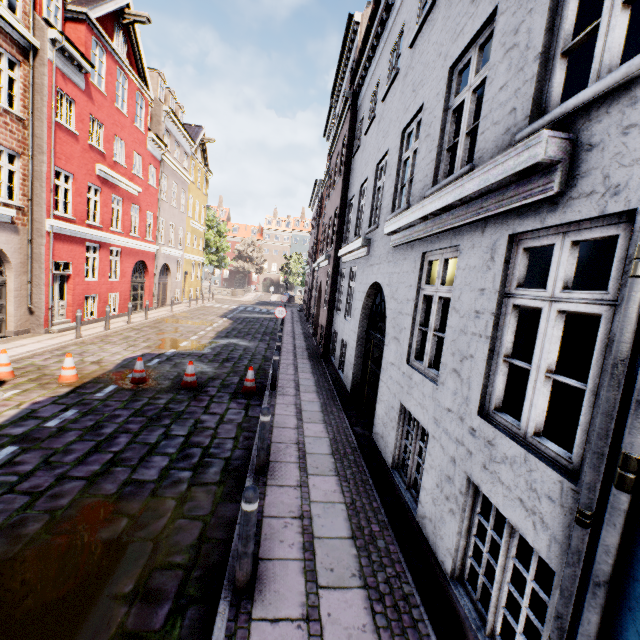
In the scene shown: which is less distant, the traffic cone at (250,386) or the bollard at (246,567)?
the bollard at (246,567)

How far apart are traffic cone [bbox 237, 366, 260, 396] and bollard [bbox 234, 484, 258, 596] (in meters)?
5.58

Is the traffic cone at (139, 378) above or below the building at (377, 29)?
below

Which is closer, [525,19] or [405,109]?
[525,19]

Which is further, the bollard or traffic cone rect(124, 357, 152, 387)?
traffic cone rect(124, 357, 152, 387)

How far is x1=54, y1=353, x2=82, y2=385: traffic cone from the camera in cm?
823

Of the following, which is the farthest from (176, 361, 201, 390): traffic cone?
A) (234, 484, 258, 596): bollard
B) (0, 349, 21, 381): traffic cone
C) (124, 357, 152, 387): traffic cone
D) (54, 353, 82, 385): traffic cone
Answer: (234, 484, 258, 596): bollard

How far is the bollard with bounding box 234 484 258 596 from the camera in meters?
3.1 m
